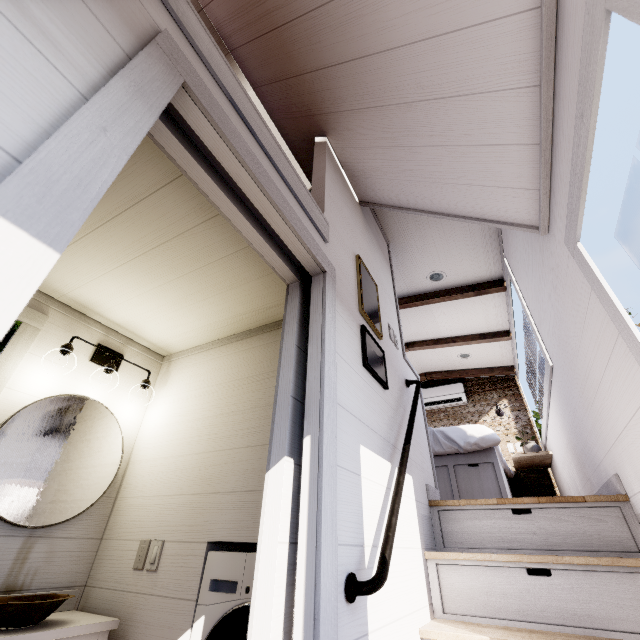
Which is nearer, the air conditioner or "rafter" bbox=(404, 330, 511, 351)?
"rafter" bbox=(404, 330, 511, 351)

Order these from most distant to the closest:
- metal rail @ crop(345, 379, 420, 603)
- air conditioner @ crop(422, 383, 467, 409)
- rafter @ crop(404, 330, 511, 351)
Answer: air conditioner @ crop(422, 383, 467, 409) → rafter @ crop(404, 330, 511, 351) → metal rail @ crop(345, 379, 420, 603)

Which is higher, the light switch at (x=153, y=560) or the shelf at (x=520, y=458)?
the shelf at (x=520, y=458)

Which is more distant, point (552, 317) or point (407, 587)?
point (552, 317)

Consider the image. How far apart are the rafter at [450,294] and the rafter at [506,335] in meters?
1.0

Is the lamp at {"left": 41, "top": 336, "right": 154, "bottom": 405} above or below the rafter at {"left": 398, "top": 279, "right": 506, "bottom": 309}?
below

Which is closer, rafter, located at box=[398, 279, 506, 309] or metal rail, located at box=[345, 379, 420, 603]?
metal rail, located at box=[345, 379, 420, 603]

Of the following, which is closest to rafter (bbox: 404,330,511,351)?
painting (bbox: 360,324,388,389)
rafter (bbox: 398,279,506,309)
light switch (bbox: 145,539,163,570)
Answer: rafter (bbox: 398,279,506,309)
